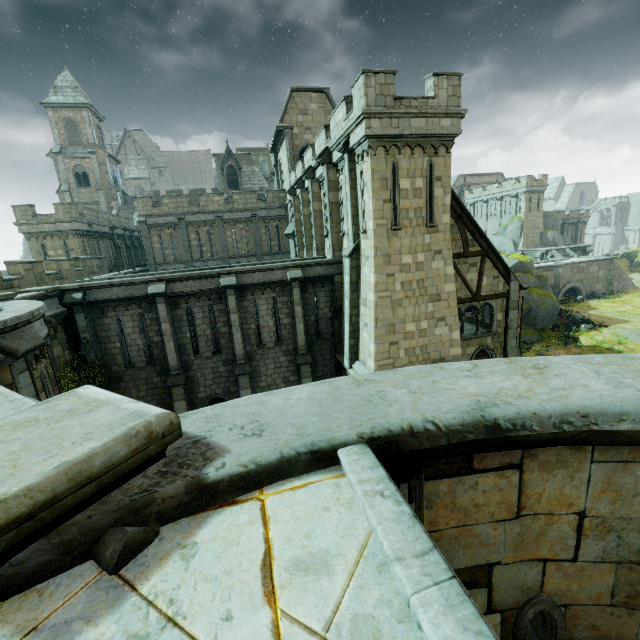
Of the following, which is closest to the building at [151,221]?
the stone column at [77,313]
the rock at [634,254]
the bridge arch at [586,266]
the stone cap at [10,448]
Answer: the stone column at [77,313]

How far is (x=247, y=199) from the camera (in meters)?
29.55

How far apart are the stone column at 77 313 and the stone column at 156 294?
2.5 meters

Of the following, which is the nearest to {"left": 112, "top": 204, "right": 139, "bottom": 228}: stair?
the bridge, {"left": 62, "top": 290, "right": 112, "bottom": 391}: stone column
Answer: the bridge

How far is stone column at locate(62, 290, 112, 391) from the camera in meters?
14.0 m

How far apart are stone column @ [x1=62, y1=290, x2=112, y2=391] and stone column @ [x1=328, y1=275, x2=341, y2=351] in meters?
11.1

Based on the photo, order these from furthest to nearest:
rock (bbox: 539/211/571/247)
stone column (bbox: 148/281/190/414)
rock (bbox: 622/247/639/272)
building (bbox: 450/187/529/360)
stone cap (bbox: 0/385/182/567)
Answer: rock (bbox: 622/247/639/272), rock (bbox: 539/211/571/247), building (bbox: 450/187/529/360), stone column (bbox: 148/281/190/414), stone cap (bbox: 0/385/182/567)

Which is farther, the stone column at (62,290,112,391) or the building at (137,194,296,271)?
the building at (137,194,296,271)
